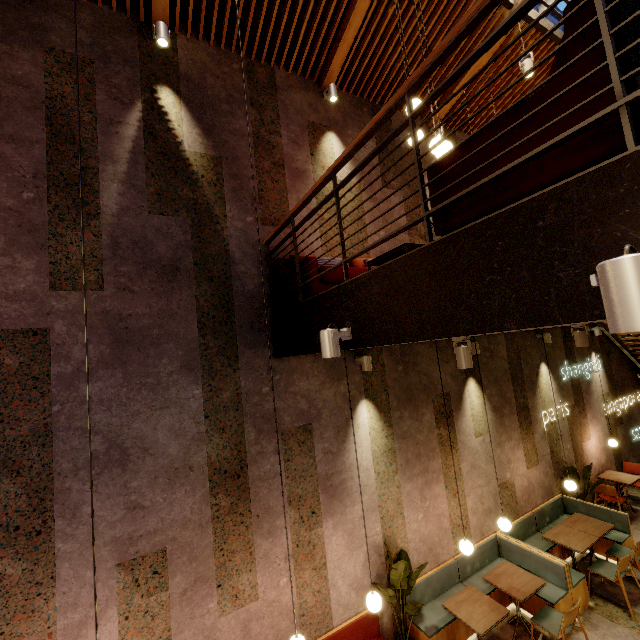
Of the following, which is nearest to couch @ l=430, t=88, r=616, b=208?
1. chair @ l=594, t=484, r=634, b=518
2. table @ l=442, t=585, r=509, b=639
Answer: table @ l=442, t=585, r=509, b=639

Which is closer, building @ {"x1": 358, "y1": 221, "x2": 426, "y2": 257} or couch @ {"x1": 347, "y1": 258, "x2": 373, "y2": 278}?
couch @ {"x1": 347, "y1": 258, "x2": 373, "y2": 278}

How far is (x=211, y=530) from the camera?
3.9m

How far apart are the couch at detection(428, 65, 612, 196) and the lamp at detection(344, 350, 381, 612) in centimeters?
228cm

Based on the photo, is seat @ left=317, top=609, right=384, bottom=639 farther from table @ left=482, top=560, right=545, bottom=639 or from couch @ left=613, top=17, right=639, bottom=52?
couch @ left=613, top=17, right=639, bottom=52

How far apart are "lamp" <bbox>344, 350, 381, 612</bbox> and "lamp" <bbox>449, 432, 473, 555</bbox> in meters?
1.5

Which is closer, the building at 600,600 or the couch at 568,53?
the couch at 568,53

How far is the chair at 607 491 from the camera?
7.33m
